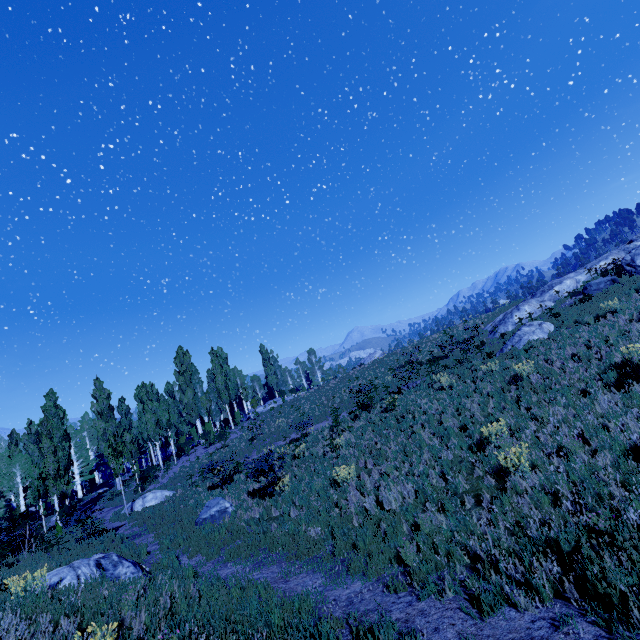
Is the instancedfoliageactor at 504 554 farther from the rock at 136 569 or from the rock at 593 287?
the rock at 593 287

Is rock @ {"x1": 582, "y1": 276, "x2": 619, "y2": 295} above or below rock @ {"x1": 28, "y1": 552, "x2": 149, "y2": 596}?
above

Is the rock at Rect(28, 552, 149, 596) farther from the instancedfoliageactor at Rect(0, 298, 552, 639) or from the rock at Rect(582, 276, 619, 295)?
the rock at Rect(582, 276, 619, 295)

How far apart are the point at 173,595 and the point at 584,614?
7.7m

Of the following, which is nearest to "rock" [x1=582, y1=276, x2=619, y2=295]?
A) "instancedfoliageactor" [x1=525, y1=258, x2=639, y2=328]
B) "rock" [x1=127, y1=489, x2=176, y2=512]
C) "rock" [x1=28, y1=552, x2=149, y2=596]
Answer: "instancedfoliageactor" [x1=525, y1=258, x2=639, y2=328]

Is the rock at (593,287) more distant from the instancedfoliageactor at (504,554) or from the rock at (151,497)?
the rock at (151,497)

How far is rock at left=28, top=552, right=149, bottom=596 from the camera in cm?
752

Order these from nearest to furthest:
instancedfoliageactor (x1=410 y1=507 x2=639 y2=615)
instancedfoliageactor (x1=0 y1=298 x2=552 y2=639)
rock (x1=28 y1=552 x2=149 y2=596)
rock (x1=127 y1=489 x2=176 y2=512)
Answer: instancedfoliageactor (x1=410 y1=507 x2=639 y2=615) < instancedfoliageactor (x1=0 y1=298 x2=552 y2=639) < rock (x1=28 y1=552 x2=149 y2=596) < rock (x1=127 y1=489 x2=176 y2=512)
